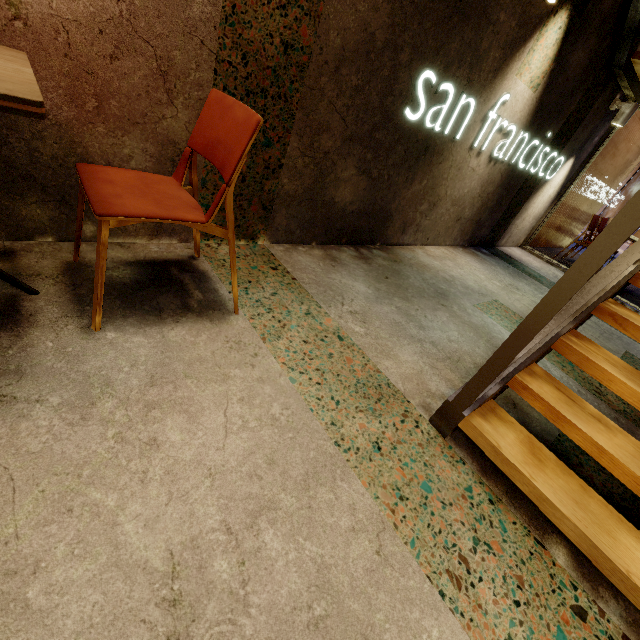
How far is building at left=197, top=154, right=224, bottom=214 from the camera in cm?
174

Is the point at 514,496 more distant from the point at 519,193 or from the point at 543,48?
the point at 519,193

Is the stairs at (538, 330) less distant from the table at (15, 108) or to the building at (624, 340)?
the building at (624, 340)

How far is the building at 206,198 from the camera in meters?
1.7

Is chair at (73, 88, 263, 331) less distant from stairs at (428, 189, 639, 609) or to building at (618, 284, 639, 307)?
stairs at (428, 189, 639, 609)

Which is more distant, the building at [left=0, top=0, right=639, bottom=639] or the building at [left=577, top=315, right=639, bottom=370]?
the building at [left=577, top=315, right=639, bottom=370]

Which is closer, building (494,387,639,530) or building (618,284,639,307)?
building (494,387,639,530)

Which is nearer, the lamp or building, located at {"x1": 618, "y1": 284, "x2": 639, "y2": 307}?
the lamp
